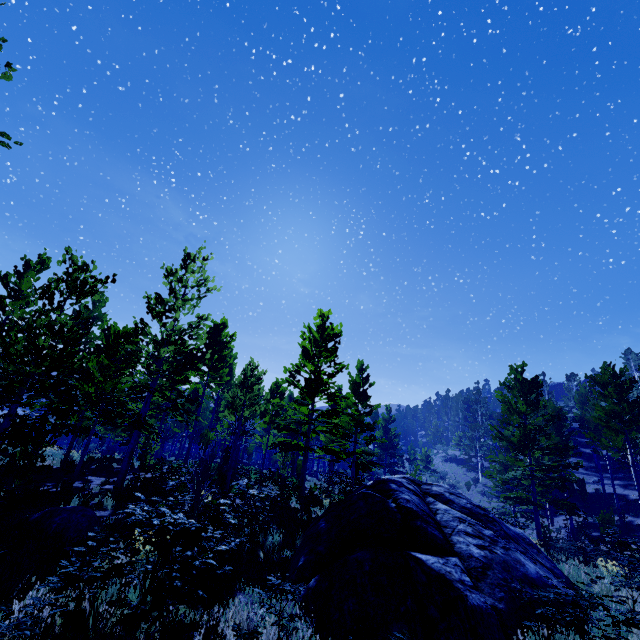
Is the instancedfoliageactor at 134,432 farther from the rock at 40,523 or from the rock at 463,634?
the rock at 40,523

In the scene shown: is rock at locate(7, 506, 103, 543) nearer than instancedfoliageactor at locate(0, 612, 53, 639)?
No

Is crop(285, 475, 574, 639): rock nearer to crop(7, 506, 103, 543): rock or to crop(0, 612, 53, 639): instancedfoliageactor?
crop(0, 612, 53, 639): instancedfoliageactor

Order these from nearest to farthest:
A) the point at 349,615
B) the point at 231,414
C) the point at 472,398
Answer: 1. the point at 349,615
2. the point at 231,414
3. the point at 472,398

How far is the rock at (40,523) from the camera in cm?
770

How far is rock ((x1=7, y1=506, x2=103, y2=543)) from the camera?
7.7 meters
